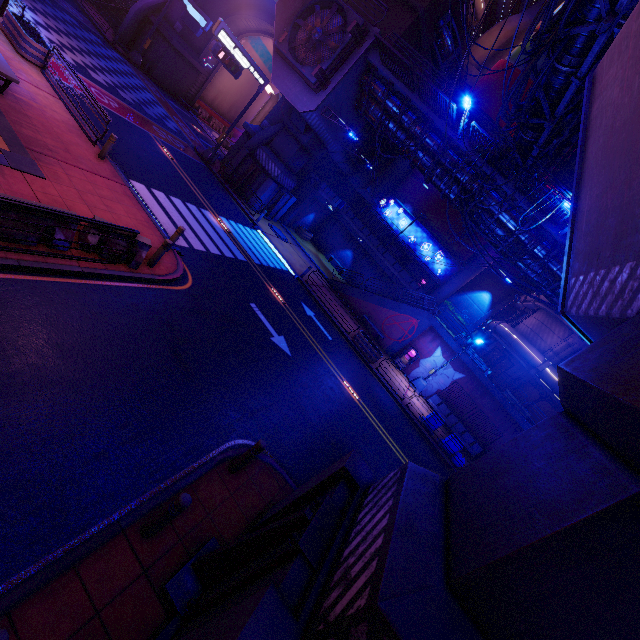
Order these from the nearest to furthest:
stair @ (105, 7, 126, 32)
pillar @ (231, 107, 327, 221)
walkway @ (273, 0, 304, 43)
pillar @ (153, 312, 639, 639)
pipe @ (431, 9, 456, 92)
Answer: pillar @ (153, 312, 639, 639) → walkway @ (273, 0, 304, 43) → pillar @ (231, 107, 327, 221) → pipe @ (431, 9, 456, 92) → stair @ (105, 7, 126, 32)

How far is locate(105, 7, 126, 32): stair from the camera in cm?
3285

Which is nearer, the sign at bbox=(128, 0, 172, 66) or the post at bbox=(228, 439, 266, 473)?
the post at bbox=(228, 439, 266, 473)

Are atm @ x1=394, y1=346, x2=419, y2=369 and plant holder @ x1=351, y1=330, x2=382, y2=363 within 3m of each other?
no

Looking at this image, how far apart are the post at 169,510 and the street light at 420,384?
21.2 meters

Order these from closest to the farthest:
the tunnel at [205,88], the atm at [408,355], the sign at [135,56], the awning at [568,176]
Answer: the awning at [568,176] < the atm at [408,355] < the sign at [135,56] < the tunnel at [205,88]

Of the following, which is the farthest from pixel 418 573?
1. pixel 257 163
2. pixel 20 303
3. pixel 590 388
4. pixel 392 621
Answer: pixel 257 163

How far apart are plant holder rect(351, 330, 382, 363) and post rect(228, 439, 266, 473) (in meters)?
14.24
